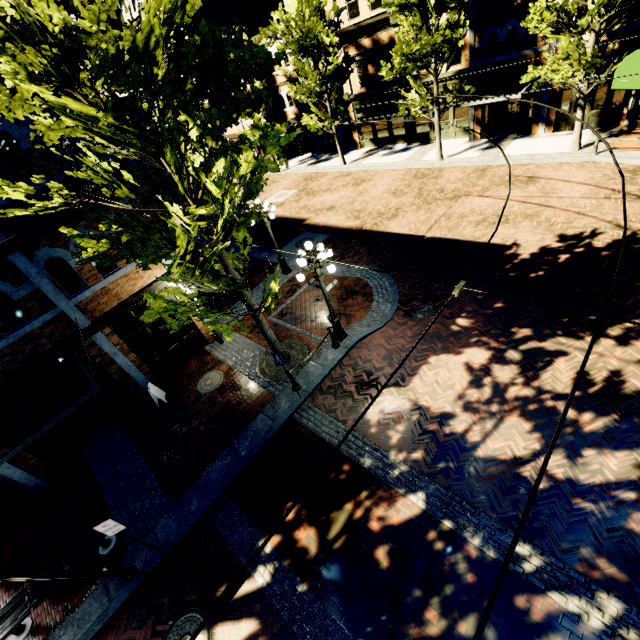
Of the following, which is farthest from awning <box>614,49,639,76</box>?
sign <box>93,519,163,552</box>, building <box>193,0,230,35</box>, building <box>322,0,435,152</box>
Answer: building <box>193,0,230,35</box>

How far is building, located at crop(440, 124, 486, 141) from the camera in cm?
2108

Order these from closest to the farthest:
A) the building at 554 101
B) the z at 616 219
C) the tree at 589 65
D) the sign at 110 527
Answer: the sign at 110 527 → the z at 616 219 → the tree at 589 65 → the building at 554 101

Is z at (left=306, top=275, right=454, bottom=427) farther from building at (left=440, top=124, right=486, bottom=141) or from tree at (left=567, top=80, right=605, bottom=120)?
tree at (left=567, top=80, right=605, bottom=120)

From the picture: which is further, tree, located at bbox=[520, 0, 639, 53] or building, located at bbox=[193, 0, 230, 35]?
building, located at bbox=[193, 0, 230, 35]

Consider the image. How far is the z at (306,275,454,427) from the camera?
9.09m

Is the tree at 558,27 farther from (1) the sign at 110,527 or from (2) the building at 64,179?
(1) the sign at 110,527

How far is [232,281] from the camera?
7.63m
